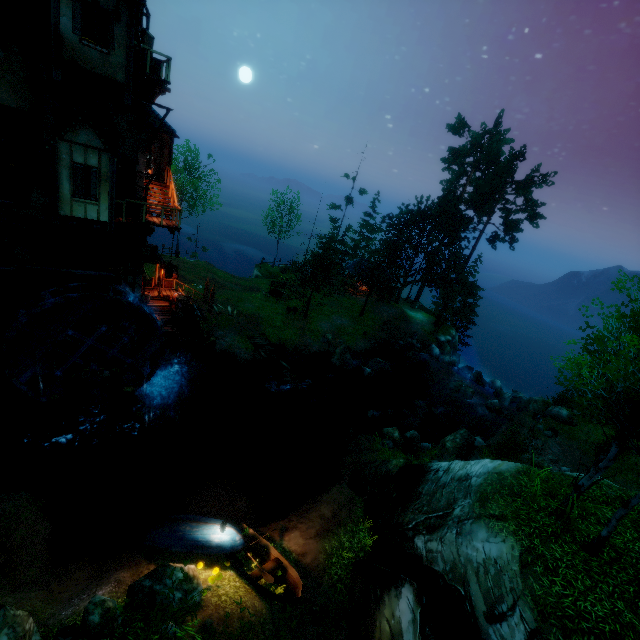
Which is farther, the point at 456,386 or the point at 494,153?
the point at 494,153

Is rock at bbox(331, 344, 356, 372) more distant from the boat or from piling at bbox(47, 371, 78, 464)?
piling at bbox(47, 371, 78, 464)

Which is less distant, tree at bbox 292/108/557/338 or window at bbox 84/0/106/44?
window at bbox 84/0/106/44

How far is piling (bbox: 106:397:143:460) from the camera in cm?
1575

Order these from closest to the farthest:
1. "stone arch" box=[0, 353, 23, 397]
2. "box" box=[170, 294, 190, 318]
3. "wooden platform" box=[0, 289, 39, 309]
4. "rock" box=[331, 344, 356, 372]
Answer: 1. "wooden platform" box=[0, 289, 39, 309]
2. "stone arch" box=[0, 353, 23, 397]
3. "box" box=[170, 294, 190, 318]
4. "rock" box=[331, 344, 356, 372]

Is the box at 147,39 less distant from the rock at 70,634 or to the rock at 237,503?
the rock at 70,634

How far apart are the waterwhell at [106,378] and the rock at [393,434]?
14.94m

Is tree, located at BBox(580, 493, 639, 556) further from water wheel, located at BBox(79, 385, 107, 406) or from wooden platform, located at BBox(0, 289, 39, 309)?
wooden platform, located at BBox(0, 289, 39, 309)
